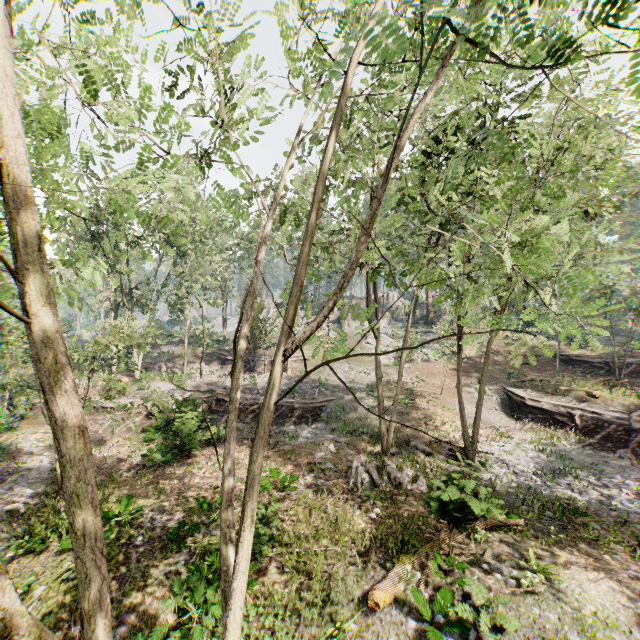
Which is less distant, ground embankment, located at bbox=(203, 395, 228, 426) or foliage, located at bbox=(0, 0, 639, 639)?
foliage, located at bbox=(0, 0, 639, 639)

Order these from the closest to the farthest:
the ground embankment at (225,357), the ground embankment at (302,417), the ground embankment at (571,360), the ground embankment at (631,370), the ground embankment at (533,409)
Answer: the ground embankment at (533,409) < the ground embankment at (302,417) < the ground embankment at (631,370) < the ground embankment at (571,360) < the ground embankment at (225,357)

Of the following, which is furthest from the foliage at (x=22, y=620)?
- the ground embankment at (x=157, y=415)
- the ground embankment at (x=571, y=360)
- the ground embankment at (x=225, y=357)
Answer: the ground embankment at (x=571, y=360)

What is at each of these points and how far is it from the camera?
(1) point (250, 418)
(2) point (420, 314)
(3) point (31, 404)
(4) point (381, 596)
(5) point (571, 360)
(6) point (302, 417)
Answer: (1) ground embankment, 24.4m
(2) rock, 50.2m
(3) ground embankment, 25.0m
(4) foliage, 8.8m
(5) ground embankment, 31.9m
(6) ground embankment, 24.2m

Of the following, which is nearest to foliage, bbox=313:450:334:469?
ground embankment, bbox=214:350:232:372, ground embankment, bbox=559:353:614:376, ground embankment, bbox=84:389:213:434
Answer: ground embankment, bbox=214:350:232:372

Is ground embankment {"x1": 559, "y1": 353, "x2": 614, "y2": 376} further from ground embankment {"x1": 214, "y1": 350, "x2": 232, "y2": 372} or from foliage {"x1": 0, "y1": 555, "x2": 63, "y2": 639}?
ground embankment {"x1": 214, "y1": 350, "x2": 232, "y2": 372}

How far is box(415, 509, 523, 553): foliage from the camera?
9.3 meters

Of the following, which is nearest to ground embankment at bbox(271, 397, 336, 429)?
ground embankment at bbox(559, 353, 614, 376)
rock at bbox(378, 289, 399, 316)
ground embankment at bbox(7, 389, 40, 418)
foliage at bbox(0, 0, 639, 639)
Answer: foliage at bbox(0, 0, 639, 639)
